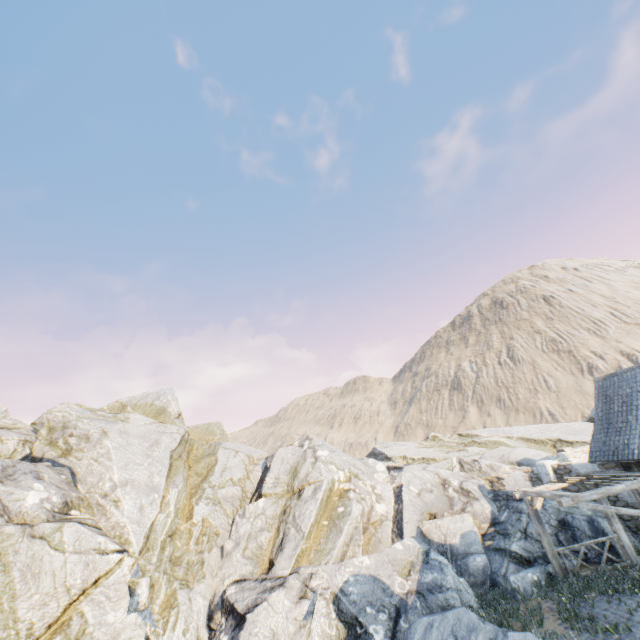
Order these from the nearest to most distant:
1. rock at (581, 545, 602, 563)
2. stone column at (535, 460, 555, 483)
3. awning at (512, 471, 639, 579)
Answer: awning at (512, 471, 639, 579) < rock at (581, 545, 602, 563) < stone column at (535, 460, 555, 483)

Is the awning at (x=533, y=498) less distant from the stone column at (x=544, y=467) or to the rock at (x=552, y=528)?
the rock at (x=552, y=528)

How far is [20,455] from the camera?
14.9m

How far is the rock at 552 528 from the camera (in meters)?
13.08

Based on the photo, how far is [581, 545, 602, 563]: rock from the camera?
12.38m

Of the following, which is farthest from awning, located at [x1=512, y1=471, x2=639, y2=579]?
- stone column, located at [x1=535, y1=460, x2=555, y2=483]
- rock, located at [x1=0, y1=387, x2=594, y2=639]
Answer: stone column, located at [x1=535, y1=460, x2=555, y2=483]

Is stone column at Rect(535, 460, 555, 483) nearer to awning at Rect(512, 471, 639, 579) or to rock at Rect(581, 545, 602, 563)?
rock at Rect(581, 545, 602, 563)
